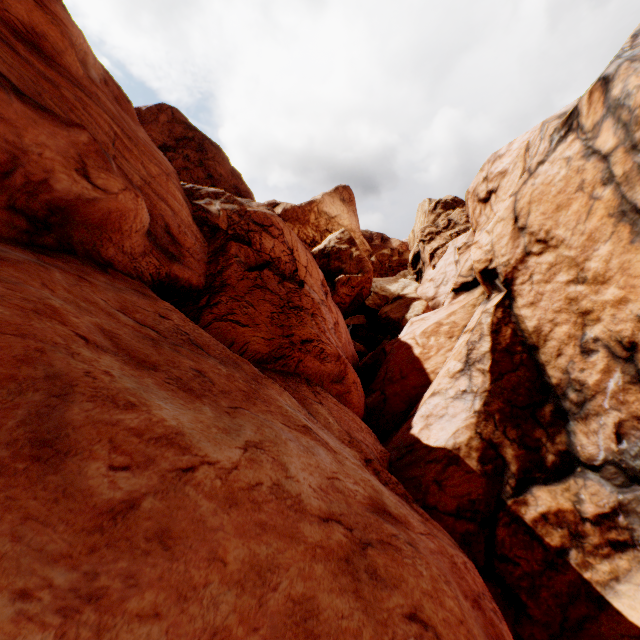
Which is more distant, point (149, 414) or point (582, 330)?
point (582, 330)
